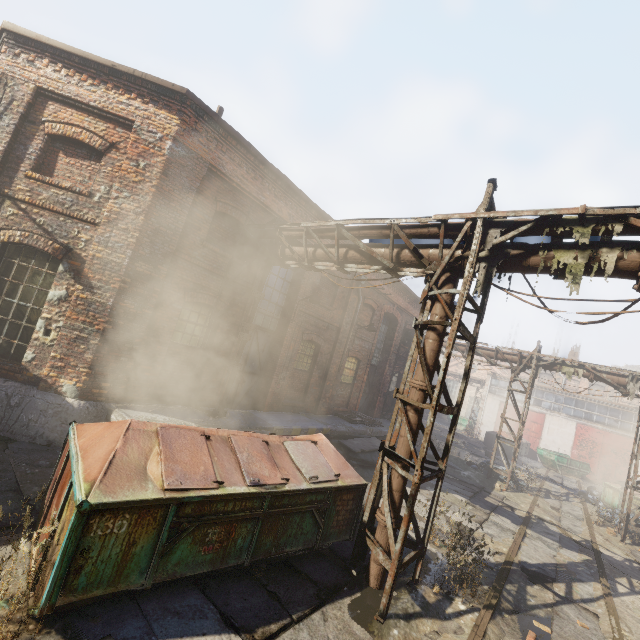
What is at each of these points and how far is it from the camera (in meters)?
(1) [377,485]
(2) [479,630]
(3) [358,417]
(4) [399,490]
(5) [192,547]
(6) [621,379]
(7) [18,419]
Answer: (1) scaffolding, 5.91
(2) track, 4.95
(3) pallet, 15.47
(4) pipe, 5.46
(5) trash container, 3.94
(6) pipe, 13.22
(7) building, 6.62

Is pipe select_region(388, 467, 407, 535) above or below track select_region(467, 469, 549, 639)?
above

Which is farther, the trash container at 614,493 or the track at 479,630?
the trash container at 614,493

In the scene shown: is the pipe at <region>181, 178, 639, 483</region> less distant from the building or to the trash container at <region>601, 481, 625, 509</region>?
the building

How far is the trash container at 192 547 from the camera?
3.28m

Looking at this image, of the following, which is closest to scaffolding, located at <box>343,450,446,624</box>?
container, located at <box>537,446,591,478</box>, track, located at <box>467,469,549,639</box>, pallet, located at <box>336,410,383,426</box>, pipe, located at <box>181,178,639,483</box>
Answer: pipe, located at <box>181,178,639,483</box>

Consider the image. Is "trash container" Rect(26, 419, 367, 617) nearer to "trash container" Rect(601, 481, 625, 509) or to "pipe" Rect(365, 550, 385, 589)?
"pipe" Rect(365, 550, 385, 589)

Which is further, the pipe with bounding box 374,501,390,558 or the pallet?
→ the pallet
